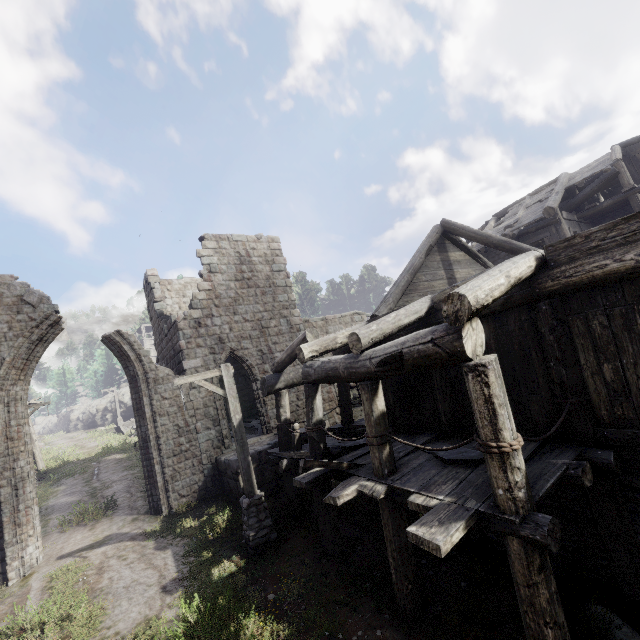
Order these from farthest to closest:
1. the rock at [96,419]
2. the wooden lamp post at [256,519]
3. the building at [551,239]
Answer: the rock at [96,419] → the wooden lamp post at [256,519] → the building at [551,239]

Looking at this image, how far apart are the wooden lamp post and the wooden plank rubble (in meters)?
5.40

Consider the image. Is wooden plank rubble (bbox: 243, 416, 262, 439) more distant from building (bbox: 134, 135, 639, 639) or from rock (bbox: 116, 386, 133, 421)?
rock (bbox: 116, 386, 133, 421)

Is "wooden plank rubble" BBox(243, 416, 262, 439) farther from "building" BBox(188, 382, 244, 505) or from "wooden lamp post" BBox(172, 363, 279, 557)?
"wooden lamp post" BBox(172, 363, 279, 557)

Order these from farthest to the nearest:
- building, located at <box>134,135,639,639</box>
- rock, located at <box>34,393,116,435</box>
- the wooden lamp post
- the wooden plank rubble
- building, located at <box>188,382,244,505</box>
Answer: rock, located at <box>34,393,116,435</box> < the wooden plank rubble < building, located at <box>188,382,244,505</box> < the wooden lamp post < building, located at <box>134,135,639,639</box>

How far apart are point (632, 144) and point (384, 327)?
21.32m

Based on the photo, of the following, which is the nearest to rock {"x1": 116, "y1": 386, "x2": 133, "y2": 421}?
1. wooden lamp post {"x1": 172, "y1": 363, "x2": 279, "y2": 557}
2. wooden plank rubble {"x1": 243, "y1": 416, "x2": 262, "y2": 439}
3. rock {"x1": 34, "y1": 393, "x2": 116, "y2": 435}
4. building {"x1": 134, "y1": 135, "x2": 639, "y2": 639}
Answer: rock {"x1": 34, "y1": 393, "x2": 116, "y2": 435}

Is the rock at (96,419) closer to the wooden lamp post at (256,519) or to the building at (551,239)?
the building at (551,239)
